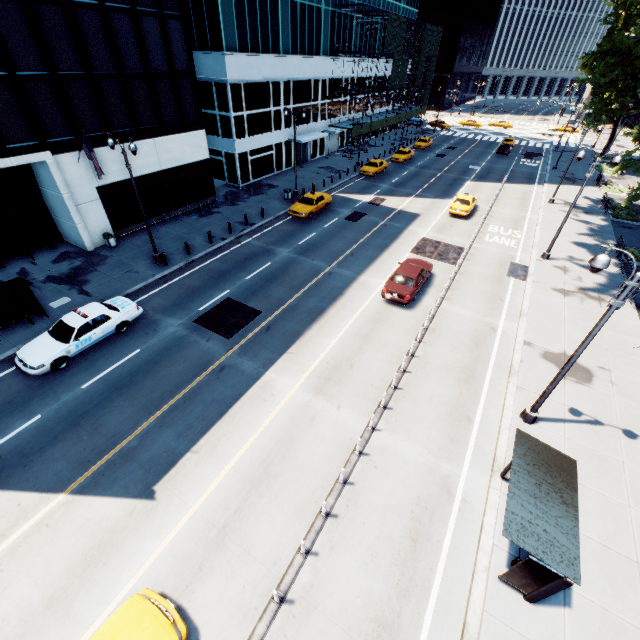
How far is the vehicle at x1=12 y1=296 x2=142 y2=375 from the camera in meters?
13.8

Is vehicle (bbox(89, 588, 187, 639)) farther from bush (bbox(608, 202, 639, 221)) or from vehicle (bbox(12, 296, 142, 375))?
bush (bbox(608, 202, 639, 221))

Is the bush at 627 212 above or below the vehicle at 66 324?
below

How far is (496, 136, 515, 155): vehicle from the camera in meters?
50.2 m

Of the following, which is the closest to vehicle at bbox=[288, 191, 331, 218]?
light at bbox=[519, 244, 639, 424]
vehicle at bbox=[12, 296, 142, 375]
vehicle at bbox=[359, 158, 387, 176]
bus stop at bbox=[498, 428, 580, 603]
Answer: vehicle at bbox=[359, 158, 387, 176]

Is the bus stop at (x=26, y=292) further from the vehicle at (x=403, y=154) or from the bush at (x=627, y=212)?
the bush at (x=627, y=212)

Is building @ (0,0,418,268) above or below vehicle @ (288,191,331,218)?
above

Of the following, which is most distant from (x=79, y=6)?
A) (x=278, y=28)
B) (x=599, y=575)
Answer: (x=599, y=575)
